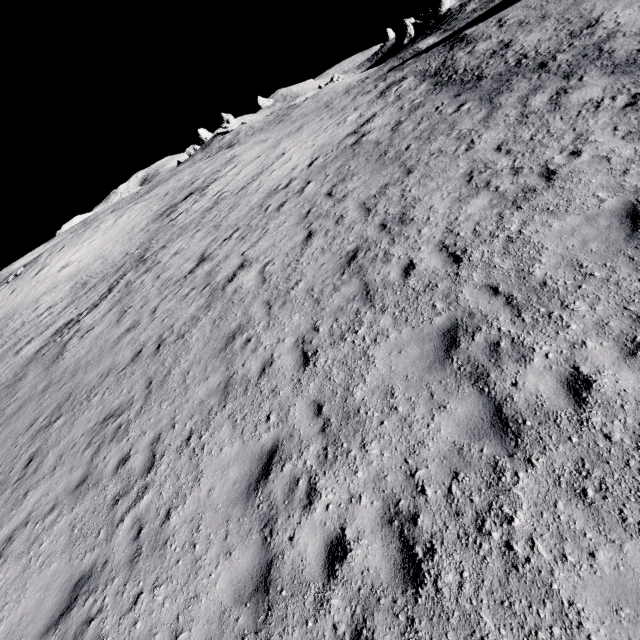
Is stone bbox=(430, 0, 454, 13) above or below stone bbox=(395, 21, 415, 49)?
above

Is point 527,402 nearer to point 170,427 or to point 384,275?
point 384,275

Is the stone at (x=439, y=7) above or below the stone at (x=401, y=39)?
above

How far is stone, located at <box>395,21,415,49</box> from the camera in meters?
56.7 m

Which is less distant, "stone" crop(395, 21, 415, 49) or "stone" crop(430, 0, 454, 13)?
"stone" crop(430, 0, 454, 13)

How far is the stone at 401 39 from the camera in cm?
5665
